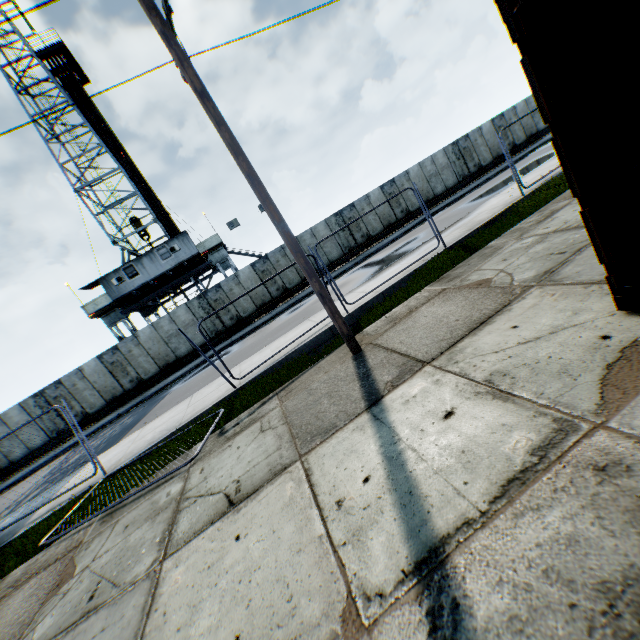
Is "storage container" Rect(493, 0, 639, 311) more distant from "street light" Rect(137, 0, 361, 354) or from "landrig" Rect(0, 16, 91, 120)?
"landrig" Rect(0, 16, 91, 120)

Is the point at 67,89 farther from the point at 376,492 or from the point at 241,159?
the point at 376,492

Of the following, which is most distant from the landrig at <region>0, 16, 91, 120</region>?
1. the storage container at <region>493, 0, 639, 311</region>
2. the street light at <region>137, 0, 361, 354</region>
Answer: the storage container at <region>493, 0, 639, 311</region>

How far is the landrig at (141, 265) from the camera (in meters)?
23.06

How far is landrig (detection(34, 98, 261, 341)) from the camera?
23.06m

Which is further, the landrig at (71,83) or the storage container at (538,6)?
the landrig at (71,83)

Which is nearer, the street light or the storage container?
the storage container
